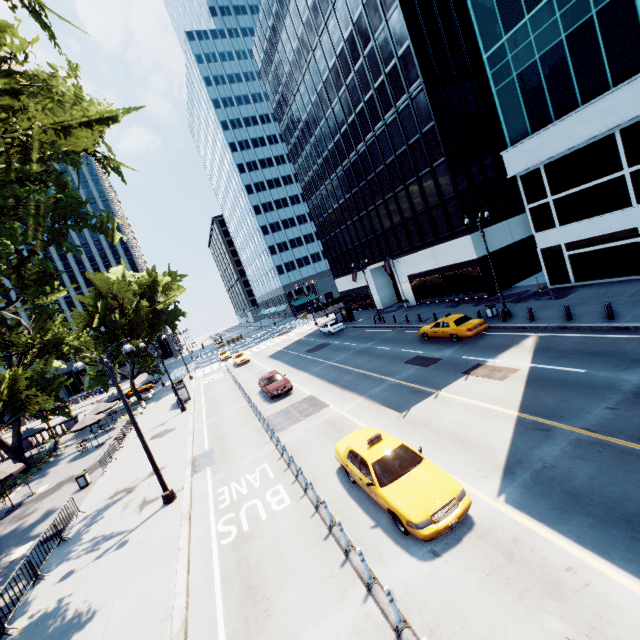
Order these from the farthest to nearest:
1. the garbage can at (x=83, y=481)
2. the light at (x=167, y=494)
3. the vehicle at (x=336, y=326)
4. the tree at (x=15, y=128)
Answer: the vehicle at (x=336, y=326), the garbage can at (x=83, y=481), the light at (x=167, y=494), the tree at (x=15, y=128)

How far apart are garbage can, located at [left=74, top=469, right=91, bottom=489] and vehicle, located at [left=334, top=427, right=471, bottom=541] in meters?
17.7 m

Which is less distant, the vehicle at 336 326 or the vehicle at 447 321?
the vehicle at 447 321

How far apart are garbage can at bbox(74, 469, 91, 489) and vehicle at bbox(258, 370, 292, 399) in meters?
12.1 m

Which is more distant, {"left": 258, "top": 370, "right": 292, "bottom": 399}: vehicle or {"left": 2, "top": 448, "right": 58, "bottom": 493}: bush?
{"left": 2, "top": 448, "right": 58, "bottom": 493}: bush

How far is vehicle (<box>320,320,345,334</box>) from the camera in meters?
39.7

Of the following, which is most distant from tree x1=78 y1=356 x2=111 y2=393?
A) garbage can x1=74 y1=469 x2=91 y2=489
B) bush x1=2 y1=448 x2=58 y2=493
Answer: garbage can x1=74 y1=469 x2=91 y2=489

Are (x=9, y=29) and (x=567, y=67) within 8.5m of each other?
no
